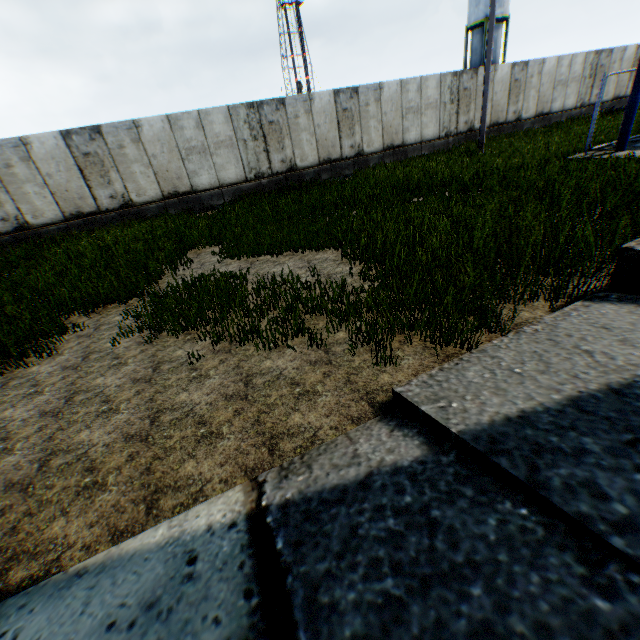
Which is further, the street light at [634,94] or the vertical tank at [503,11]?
the vertical tank at [503,11]

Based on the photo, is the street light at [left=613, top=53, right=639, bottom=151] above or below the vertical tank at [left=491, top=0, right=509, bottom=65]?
below

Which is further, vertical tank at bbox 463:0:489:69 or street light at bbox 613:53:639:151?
vertical tank at bbox 463:0:489:69

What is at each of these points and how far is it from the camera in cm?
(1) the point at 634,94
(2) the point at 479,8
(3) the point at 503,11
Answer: (1) street light, 950
(2) vertical tank, 3419
(3) vertical tank, 3394
